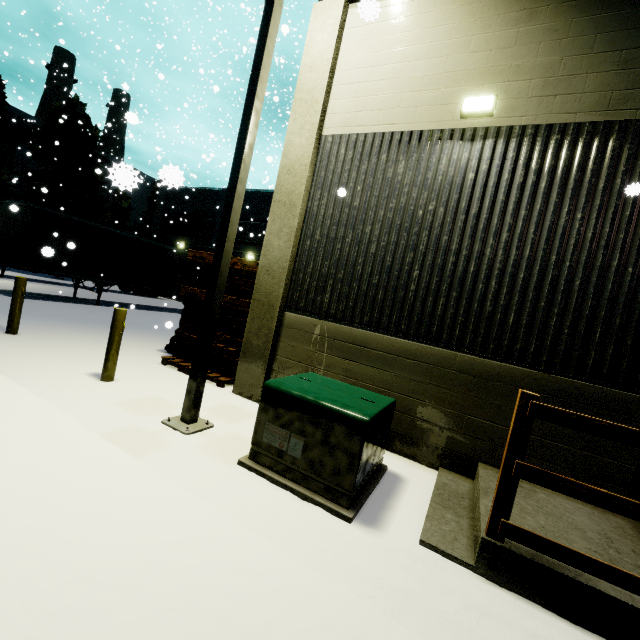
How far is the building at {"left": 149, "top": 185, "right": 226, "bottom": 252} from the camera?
27.17m

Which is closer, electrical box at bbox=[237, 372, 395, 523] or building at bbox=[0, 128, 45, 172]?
electrical box at bbox=[237, 372, 395, 523]

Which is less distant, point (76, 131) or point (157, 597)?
point (157, 597)

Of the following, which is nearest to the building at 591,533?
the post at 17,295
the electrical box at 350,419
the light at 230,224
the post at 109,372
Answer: the electrical box at 350,419

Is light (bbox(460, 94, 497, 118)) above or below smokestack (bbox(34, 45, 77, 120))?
below

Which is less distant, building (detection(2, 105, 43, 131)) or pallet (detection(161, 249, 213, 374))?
pallet (detection(161, 249, 213, 374))

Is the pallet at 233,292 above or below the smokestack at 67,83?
below

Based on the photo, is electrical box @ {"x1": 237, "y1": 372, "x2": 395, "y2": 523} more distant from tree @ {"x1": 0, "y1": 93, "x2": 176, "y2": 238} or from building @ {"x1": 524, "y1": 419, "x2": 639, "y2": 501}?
tree @ {"x1": 0, "y1": 93, "x2": 176, "y2": 238}
